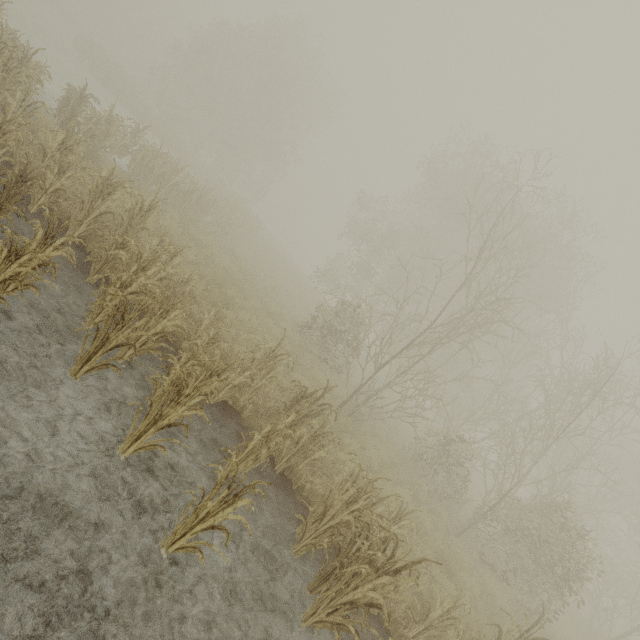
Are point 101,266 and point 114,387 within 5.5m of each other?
yes
